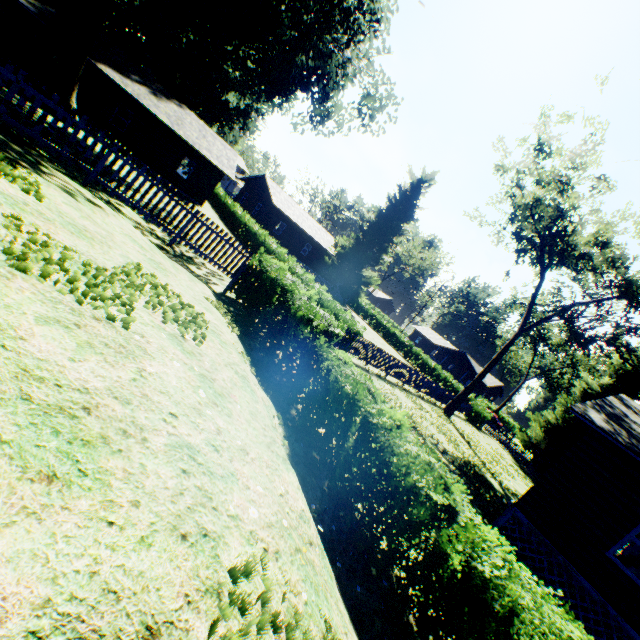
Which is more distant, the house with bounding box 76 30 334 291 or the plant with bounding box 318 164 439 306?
the plant with bounding box 318 164 439 306

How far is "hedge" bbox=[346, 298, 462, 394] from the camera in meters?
37.7 m

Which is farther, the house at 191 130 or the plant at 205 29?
the house at 191 130

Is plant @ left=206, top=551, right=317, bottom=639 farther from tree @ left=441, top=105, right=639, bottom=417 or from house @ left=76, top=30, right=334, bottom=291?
tree @ left=441, top=105, right=639, bottom=417

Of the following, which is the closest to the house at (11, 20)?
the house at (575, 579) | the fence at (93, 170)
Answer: the fence at (93, 170)

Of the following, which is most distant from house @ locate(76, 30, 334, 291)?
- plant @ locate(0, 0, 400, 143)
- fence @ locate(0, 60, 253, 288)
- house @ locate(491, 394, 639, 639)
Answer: house @ locate(491, 394, 639, 639)

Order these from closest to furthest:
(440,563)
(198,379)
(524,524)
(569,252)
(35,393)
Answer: (35,393) → (198,379) → (440,563) → (524,524) → (569,252)

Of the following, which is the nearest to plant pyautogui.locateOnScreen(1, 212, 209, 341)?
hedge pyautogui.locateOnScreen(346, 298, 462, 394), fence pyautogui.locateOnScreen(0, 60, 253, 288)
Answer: fence pyautogui.locateOnScreen(0, 60, 253, 288)
